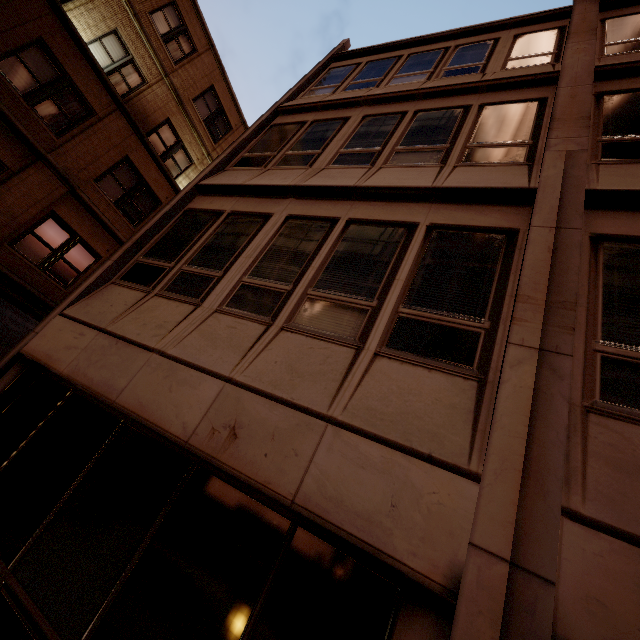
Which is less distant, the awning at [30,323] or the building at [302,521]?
the building at [302,521]

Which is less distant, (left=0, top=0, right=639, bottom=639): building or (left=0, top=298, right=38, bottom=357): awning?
(left=0, top=0, right=639, bottom=639): building

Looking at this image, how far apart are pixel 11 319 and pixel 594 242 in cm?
1384
